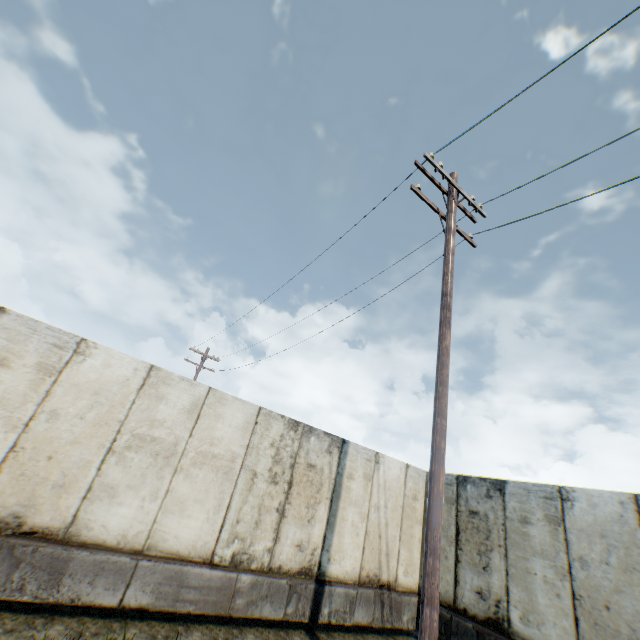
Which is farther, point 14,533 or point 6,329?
point 6,329
